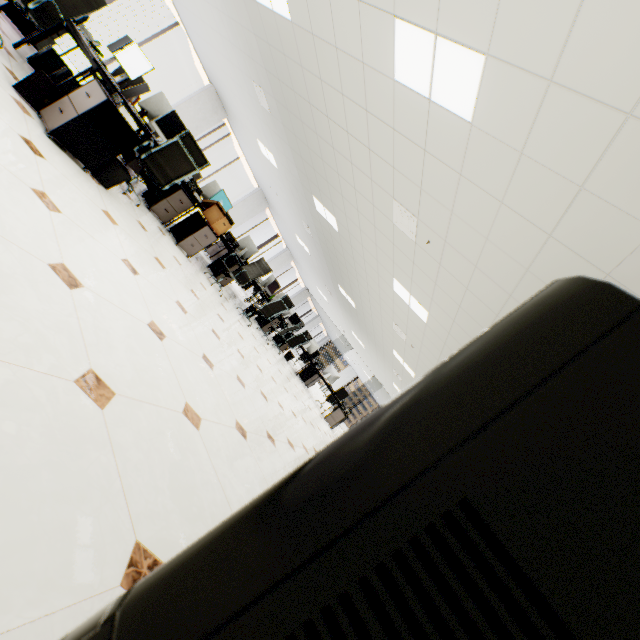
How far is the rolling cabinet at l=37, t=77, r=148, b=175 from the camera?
2.9 meters

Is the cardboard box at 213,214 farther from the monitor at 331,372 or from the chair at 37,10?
the monitor at 331,372

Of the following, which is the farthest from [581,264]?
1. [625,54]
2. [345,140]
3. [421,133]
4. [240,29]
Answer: [240,29]

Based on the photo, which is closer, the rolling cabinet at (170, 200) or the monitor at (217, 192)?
the rolling cabinet at (170, 200)

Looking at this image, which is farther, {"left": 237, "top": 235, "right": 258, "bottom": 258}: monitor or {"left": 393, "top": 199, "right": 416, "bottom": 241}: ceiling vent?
{"left": 237, "top": 235, "right": 258, "bottom": 258}: monitor

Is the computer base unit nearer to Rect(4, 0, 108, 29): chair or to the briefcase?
Rect(4, 0, 108, 29): chair

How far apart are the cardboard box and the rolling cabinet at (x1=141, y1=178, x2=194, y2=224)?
0.2m

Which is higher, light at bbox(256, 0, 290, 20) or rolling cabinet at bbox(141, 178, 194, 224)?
light at bbox(256, 0, 290, 20)
